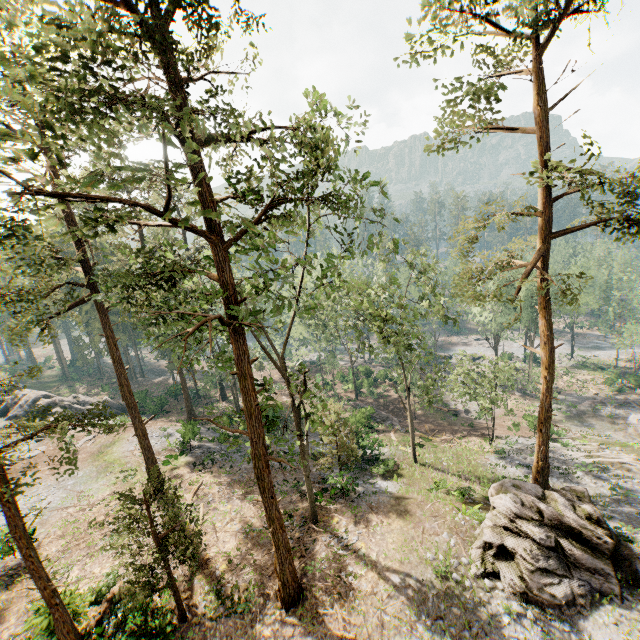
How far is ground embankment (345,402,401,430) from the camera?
35.97m

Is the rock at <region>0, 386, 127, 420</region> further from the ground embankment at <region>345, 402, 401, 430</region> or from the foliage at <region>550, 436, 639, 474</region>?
the ground embankment at <region>345, 402, 401, 430</region>

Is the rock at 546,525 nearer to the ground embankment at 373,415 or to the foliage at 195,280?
the foliage at 195,280

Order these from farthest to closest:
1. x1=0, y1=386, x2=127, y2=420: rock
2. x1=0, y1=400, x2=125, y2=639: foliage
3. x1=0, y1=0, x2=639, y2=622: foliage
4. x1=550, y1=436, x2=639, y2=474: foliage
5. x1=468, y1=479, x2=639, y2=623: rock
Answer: x1=0, y1=386, x2=127, y2=420: rock < x1=550, y1=436, x2=639, y2=474: foliage < x1=468, y1=479, x2=639, y2=623: rock < x1=0, y1=400, x2=125, y2=639: foliage < x1=0, y1=0, x2=639, y2=622: foliage

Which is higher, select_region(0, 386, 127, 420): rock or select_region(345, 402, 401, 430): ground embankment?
select_region(0, 386, 127, 420): rock

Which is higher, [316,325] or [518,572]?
[316,325]

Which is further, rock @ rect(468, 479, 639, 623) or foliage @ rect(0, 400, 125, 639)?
rock @ rect(468, 479, 639, 623)

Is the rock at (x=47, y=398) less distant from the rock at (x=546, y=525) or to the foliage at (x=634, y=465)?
the foliage at (x=634, y=465)
